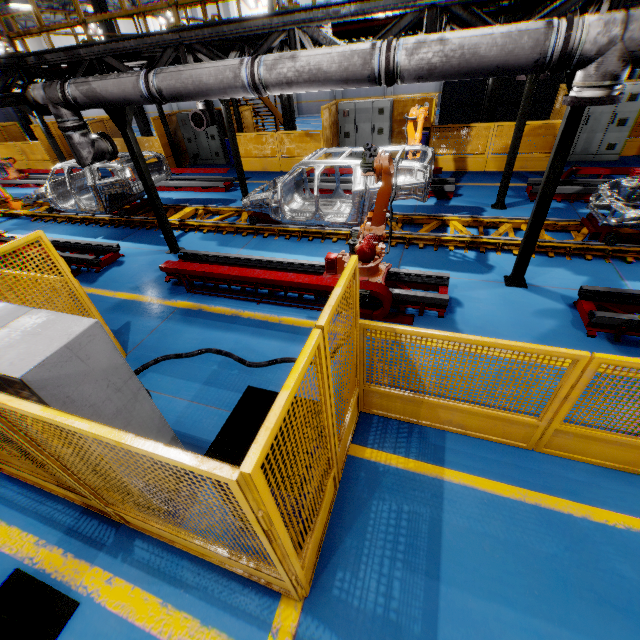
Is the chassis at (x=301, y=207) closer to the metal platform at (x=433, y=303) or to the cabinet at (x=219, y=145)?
the metal platform at (x=433, y=303)

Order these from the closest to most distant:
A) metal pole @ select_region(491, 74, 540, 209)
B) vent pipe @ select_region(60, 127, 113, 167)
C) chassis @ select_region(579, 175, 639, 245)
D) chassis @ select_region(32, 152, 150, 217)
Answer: chassis @ select_region(579, 175, 639, 245), vent pipe @ select_region(60, 127, 113, 167), metal pole @ select_region(491, 74, 540, 209), chassis @ select_region(32, 152, 150, 217)

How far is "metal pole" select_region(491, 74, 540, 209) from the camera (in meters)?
7.13

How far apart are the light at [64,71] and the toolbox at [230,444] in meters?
9.4 m

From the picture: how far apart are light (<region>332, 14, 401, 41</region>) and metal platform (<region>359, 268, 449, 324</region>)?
3.82m

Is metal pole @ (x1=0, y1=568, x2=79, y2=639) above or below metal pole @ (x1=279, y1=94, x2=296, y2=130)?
below

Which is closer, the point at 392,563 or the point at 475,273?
the point at 392,563

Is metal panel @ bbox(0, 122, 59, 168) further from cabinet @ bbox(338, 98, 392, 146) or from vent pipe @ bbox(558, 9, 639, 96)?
vent pipe @ bbox(558, 9, 639, 96)
